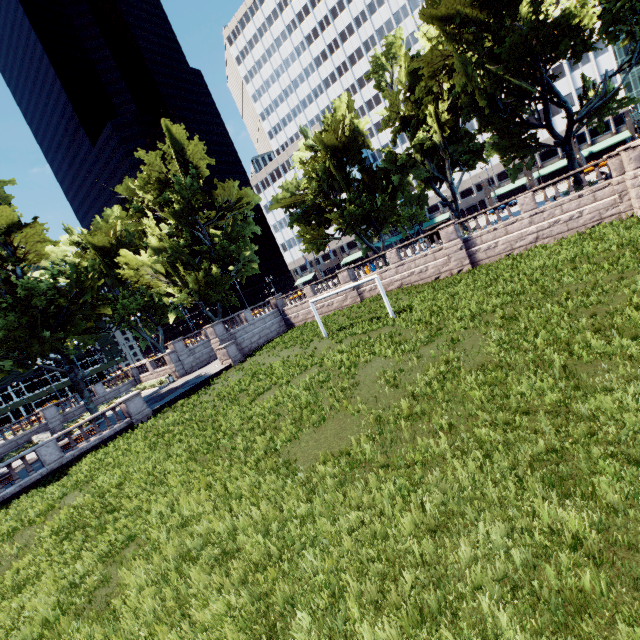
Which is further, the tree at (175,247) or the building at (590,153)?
the building at (590,153)

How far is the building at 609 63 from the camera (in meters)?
55.84

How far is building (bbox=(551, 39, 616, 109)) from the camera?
55.84m

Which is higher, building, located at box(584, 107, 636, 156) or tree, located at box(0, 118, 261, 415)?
tree, located at box(0, 118, 261, 415)

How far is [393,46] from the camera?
32.2m

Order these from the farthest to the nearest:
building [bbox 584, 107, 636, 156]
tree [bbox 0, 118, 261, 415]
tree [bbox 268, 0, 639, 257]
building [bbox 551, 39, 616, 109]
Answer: building [bbox 584, 107, 636, 156], building [bbox 551, 39, 616, 109], tree [bbox 0, 118, 261, 415], tree [bbox 268, 0, 639, 257]
